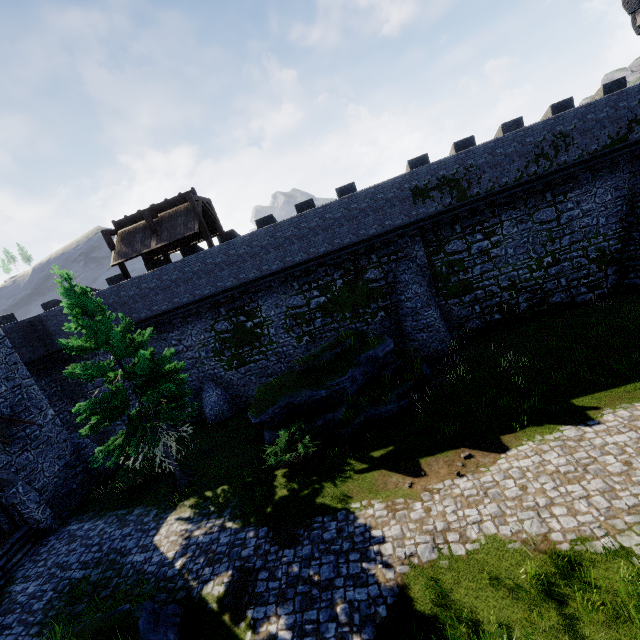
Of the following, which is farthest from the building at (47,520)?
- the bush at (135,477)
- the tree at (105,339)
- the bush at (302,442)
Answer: the bush at (302,442)

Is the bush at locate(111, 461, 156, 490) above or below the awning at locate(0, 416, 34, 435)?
below

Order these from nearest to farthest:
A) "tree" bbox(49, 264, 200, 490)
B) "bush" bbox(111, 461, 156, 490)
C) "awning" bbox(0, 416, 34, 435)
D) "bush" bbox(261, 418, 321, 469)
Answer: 1. "tree" bbox(49, 264, 200, 490)
2. "bush" bbox(261, 418, 321, 469)
3. "awning" bbox(0, 416, 34, 435)
4. "bush" bbox(111, 461, 156, 490)

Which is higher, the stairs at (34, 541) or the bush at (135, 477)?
the bush at (135, 477)

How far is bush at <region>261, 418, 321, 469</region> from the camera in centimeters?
1292cm

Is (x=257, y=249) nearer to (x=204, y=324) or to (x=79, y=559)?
(x=204, y=324)

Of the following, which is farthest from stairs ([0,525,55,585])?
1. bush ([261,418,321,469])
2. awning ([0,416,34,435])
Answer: bush ([261,418,321,469])

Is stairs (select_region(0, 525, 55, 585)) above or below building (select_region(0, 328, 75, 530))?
below
